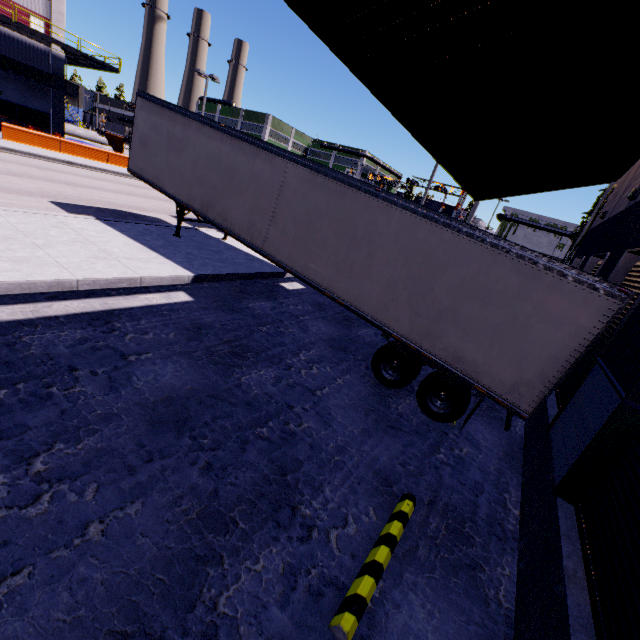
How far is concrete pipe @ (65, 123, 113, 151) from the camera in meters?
33.6

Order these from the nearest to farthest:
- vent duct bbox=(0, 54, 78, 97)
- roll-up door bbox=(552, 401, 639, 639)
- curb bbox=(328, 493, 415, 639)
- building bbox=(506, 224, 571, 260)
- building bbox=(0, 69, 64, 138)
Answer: roll-up door bbox=(552, 401, 639, 639)
curb bbox=(328, 493, 415, 639)
vent duct bbox=(0, 54, 78, 97)
building bbox=(0, 69, 64, 138)
building bbox=(506, 224, 571, 260)

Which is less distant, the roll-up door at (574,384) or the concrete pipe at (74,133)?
the roll-up door at (574,384)

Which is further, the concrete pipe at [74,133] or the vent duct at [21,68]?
the concrete pipe at [74,133]

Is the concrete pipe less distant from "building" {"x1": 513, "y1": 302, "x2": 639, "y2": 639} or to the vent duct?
"building" {"x1": 513, "y1": 302, "x2": 639, "y2": 639}

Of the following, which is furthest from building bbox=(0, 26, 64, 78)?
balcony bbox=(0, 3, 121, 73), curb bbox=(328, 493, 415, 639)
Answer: curb bbox=(328, 493, 415, 639)

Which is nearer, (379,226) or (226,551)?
(226,551)
